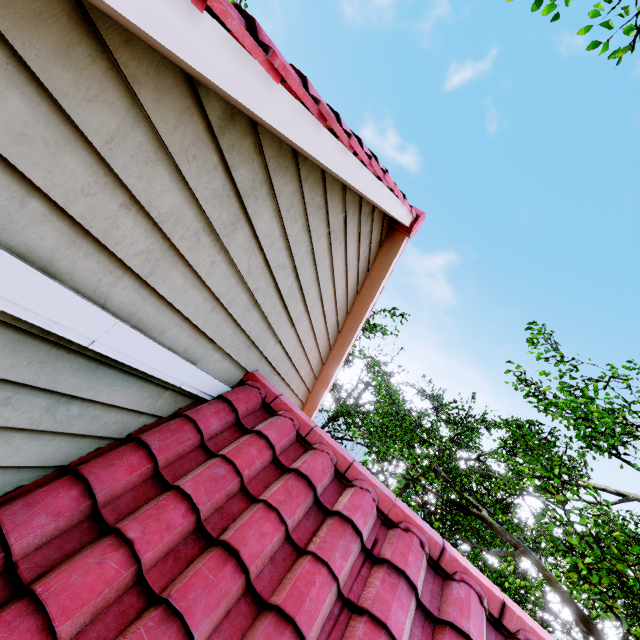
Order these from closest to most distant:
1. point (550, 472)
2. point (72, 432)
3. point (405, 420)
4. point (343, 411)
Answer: point (72, 432) → point (550, 472) → point (405, 420) → point (343, 411)
